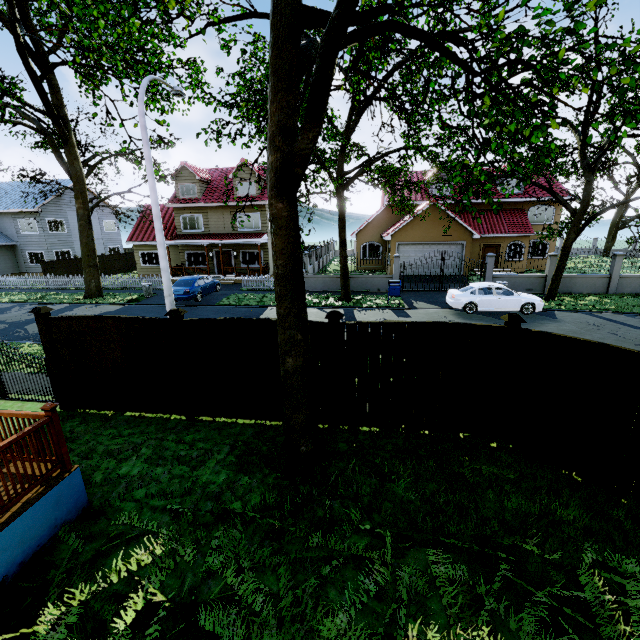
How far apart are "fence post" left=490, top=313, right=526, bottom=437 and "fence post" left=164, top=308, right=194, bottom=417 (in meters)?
6.38

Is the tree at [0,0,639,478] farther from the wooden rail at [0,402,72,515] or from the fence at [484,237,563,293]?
the wooden rail at [0,402,72,515]

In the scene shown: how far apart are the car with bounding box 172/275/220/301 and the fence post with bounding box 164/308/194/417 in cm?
1316

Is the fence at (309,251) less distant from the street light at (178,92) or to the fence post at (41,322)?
the fence post at (41,322)

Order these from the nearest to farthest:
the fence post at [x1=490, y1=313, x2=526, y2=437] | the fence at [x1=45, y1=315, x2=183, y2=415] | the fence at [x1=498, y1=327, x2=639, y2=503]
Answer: the fence at [x1=498, y1=327, x2=639, y2=503]
the fence post at [x1=490, y1=313, x2=526, y2=437]
the fence at [x1=45, y1=315, x2=183, y2=415]

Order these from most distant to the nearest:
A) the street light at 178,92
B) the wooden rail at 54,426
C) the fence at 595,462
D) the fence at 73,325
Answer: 1. the street light at 178,92
2. the fence at 73,325
3. the fence at 595,462
4. the wooden rail at 54,426

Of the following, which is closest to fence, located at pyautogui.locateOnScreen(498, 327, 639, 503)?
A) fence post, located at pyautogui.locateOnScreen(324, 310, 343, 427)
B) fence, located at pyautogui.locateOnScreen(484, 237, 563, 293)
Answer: fence post, located at pyautogui.locateOnScreen(324, 310, 343, 427)

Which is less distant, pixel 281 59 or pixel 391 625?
pixel 391 625
